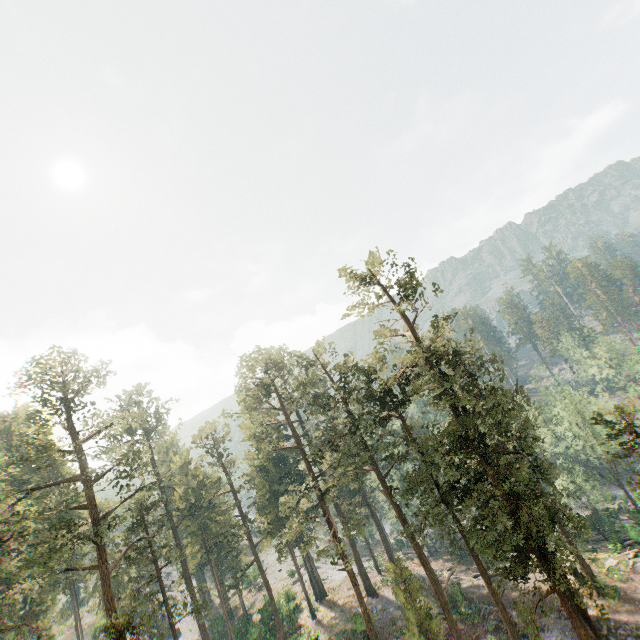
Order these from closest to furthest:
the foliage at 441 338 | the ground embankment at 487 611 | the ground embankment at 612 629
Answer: the foliage at 441 338 → the ground embankment at 612 629 → the ground embankment at 487 611

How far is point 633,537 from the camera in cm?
3628

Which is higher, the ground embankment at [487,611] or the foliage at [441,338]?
the foliage at [441,338]

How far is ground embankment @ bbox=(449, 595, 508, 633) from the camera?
30.5m

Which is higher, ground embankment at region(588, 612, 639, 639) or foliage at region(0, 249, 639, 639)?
foliage at region(0, 249, 639, 639)

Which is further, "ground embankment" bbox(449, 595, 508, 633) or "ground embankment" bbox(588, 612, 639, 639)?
"ground embankment" bbox(449, 595, 508, 633)

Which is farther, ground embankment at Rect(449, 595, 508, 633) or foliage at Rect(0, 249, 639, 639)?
ground embankment at Rect(449, 595, 508, 633)
